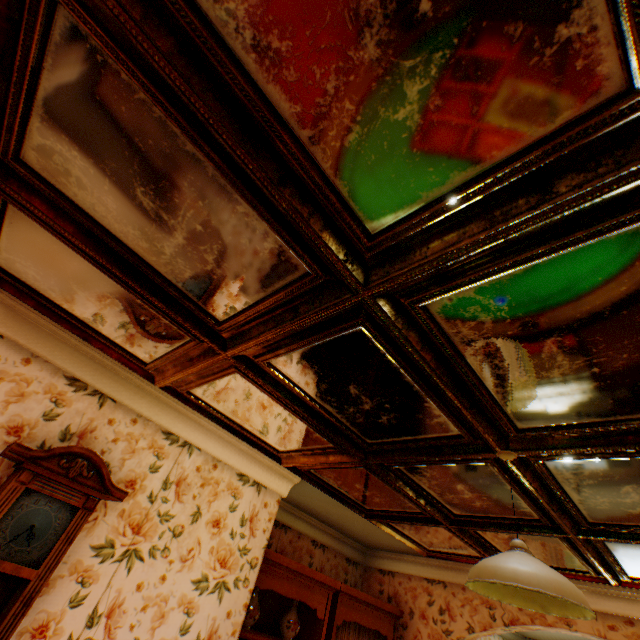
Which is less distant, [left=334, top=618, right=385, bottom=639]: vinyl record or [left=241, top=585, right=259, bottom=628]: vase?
[left=241, top=585, right=259, bottom=628]: vase

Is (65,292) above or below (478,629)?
above

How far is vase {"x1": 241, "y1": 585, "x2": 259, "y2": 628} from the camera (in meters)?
3.08

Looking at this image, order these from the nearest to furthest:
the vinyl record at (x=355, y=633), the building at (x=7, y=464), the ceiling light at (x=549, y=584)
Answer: the ceiling light at (x=549, y=584), the building at (x=7, y=464), the vinyl record at (x=355, y=633)

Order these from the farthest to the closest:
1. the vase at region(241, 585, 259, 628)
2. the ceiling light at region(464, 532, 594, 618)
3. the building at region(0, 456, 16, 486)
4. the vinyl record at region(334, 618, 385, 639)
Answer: the vinyl record at region(334, 618, 385, 639) < the vase at region(241, 585, 259, 628) < the building at region(0, 456, 16, 486) < the ceiling light at region(464, 532, 594, 618)

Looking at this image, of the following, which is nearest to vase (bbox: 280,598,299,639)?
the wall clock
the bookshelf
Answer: the bookshelf

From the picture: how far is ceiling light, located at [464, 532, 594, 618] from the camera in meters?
1.3 m

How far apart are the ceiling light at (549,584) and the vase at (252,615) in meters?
2.5
